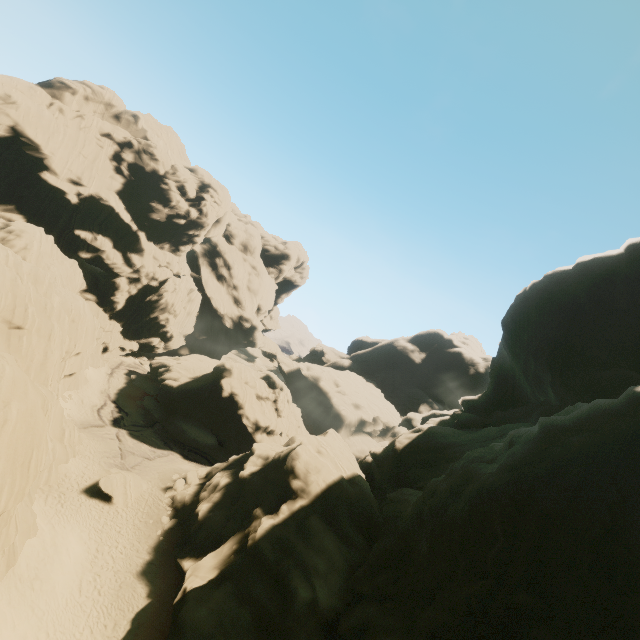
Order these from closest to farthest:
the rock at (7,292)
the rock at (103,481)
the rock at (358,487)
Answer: the rock at (358,487), the rock at (7,292), the rock at (103,481)

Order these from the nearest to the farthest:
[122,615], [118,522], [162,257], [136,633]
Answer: [136,633]
[122,615]
[118,522]
[162,257]

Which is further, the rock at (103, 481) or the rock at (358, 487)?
the rock at (103, 481)

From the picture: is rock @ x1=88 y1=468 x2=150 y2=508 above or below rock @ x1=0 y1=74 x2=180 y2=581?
below

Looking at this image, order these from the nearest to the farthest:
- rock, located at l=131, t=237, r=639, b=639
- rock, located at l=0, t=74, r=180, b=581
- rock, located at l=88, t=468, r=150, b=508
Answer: rock, located at l=131, t=237, r=639, b=639, rock, located at l=0, t=74, r=180, b=581, rock, located at l=88, t=468, r=150, b=508

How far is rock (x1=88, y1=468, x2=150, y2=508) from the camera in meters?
26.8 m

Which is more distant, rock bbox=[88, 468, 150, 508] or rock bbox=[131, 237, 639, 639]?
rock bbox=[88, 468, 150, 508]
